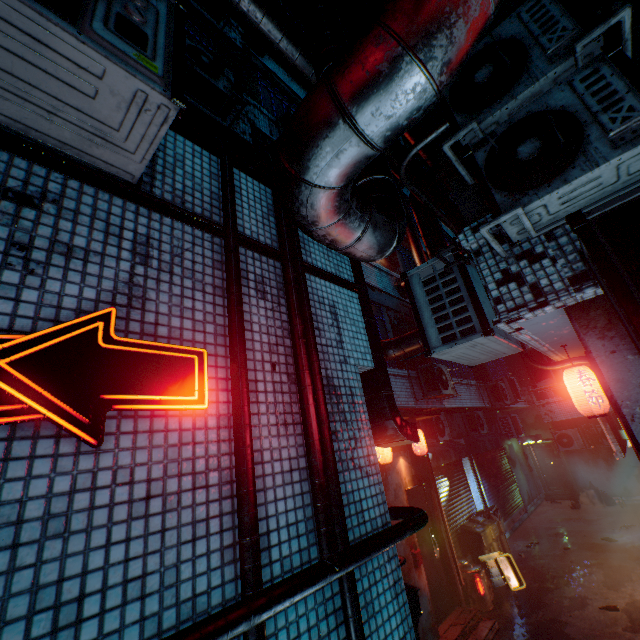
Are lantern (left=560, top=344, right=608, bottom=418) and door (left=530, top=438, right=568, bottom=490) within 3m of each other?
no

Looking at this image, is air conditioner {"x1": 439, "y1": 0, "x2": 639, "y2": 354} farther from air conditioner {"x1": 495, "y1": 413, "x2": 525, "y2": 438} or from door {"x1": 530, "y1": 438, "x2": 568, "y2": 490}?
door {"x1": 530, "y1": 438, "x2": 568, "y2": 490}

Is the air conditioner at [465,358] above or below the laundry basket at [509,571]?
above

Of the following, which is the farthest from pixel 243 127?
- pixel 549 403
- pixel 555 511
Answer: pixel 555 511

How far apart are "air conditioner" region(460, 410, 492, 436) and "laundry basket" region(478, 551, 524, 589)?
3.3m

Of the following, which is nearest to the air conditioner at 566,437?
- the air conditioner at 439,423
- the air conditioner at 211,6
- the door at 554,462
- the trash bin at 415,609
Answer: the door at 554,462

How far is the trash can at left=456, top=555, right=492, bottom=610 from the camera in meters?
6.2

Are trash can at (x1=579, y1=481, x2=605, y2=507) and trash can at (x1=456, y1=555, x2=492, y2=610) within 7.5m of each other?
no
